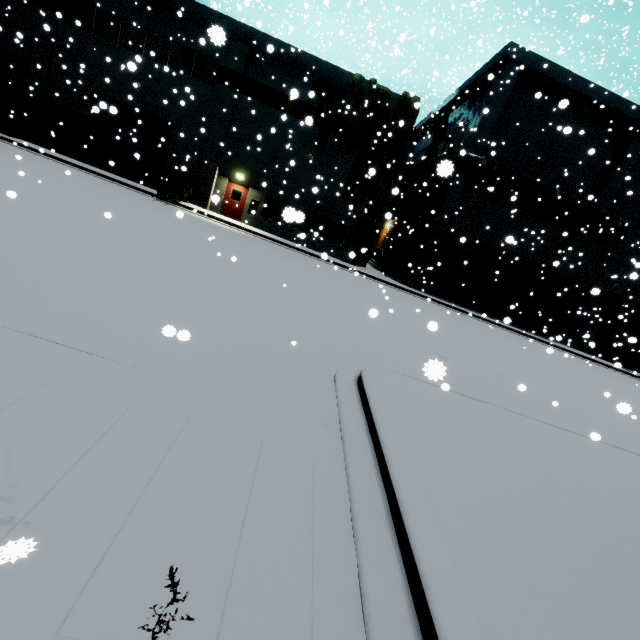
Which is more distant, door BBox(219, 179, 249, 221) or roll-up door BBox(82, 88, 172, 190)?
door BBox(219, 179, 249, 221)

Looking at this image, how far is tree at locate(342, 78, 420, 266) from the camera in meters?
20.1

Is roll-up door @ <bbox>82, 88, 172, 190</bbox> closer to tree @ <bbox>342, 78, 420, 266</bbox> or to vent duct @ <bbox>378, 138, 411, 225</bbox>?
tree @ <bbox>342, 78, 420, 266</bbox>

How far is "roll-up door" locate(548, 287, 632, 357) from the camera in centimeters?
2527cm

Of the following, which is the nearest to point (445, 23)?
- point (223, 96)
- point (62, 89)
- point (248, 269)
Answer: point (223, 96)

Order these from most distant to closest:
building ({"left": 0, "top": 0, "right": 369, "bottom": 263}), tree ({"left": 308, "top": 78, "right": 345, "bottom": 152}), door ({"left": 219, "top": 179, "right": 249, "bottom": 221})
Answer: door ({"left": 219, "top": 179, "right": 249, "bottom": 221}) < tree ({"left": 308, "top": 78, "right": 345, "bottom": 152}) < building ({"left": 0, "top": 0, "right": 369, "bottom": 263})

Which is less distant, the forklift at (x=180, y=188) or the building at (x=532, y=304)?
the forklift at (x=180, y=188)

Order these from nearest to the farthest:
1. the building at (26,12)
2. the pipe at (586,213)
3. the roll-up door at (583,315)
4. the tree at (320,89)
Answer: the building at (26,12) < the tree at (320,89) < the pipe at (586,213) < the roll-up door at (583,315)
